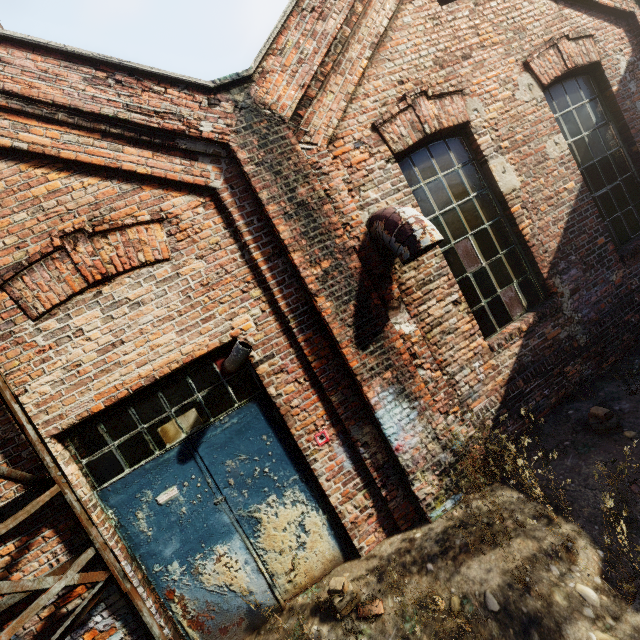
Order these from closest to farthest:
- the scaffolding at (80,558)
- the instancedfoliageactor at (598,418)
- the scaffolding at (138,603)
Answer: the scaffolding at (80,558), the scaffolding at (138,603), the instancedfoliageactor at (598,418)

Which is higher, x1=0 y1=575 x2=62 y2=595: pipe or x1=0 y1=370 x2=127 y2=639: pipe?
x1=0 y1=370 x2=127 y2=639: pipe

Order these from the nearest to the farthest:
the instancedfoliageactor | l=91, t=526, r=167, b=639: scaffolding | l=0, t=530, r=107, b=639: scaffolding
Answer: l=0, t=530, r=107, b=639: scaffolding, l=91, t=526, r=167, b=639: scaffolding, the instancedfoliageactor

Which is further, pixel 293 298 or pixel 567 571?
pixel 293 298

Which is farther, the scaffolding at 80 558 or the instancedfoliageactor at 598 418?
the instancedfoliageactor at 598 418

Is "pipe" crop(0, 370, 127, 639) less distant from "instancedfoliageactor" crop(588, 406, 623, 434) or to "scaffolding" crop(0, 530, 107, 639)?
"scaffolding" crop(0, 530, 107, 639)
